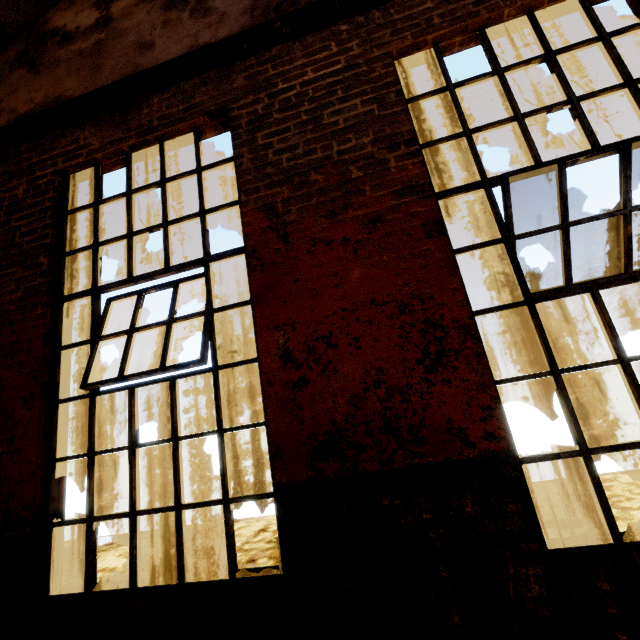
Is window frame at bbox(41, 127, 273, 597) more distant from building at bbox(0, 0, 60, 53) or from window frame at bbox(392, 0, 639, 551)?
building at bbox(0, 0, 60, 53)

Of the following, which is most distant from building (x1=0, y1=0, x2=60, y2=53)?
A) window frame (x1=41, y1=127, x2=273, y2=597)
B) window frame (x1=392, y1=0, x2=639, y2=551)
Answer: window frame (x1=392, y1=0, x2=639, y2=551)

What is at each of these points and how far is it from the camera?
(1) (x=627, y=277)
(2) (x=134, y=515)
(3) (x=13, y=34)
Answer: (1) window frame, 2.06m
(2) window frame, 2.18m
(3) building, 3.69m

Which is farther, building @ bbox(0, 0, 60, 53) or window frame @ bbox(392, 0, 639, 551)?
building @ bbox(0, 0, 60, 53)

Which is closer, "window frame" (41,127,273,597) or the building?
"window frame" (41,127,273,597)

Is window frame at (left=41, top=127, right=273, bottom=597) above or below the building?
below

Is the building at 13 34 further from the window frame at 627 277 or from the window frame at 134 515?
the window frame at 627 277

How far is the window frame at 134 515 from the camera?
2.1m
